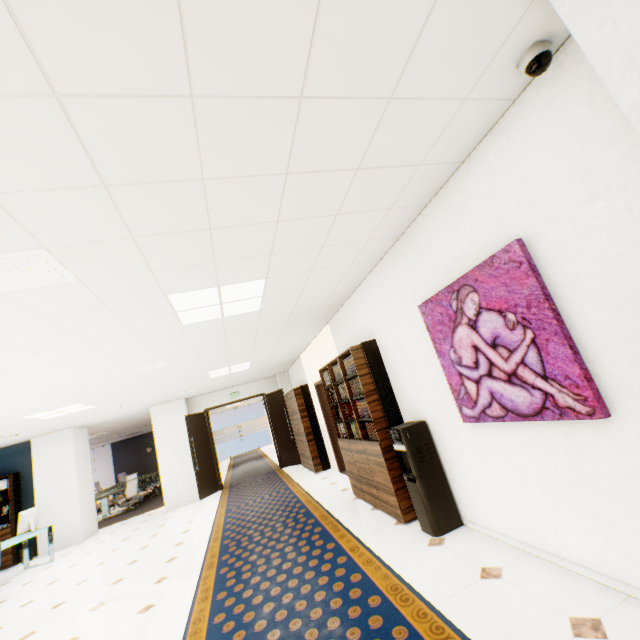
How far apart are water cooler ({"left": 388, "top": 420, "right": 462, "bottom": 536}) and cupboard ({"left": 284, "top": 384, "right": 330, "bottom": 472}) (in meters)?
4.81

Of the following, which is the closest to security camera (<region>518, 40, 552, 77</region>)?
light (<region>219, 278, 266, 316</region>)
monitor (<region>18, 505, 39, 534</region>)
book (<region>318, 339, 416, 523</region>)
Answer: light (<region>219, 278, 266, 316</region>)

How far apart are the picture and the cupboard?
5.90m

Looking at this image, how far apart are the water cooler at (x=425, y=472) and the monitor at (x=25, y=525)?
8.70m

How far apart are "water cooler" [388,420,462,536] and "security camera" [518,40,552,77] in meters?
3.1 m

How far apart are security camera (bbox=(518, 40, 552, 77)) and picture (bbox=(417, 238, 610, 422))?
0.95m

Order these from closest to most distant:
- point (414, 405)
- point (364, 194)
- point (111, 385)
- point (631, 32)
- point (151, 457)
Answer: point (631, 32) → point (364, 194) → point (414, 405) → point (111, 385) → point (151, 457)

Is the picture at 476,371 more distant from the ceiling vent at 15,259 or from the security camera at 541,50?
the ceiling vent at 15,259
